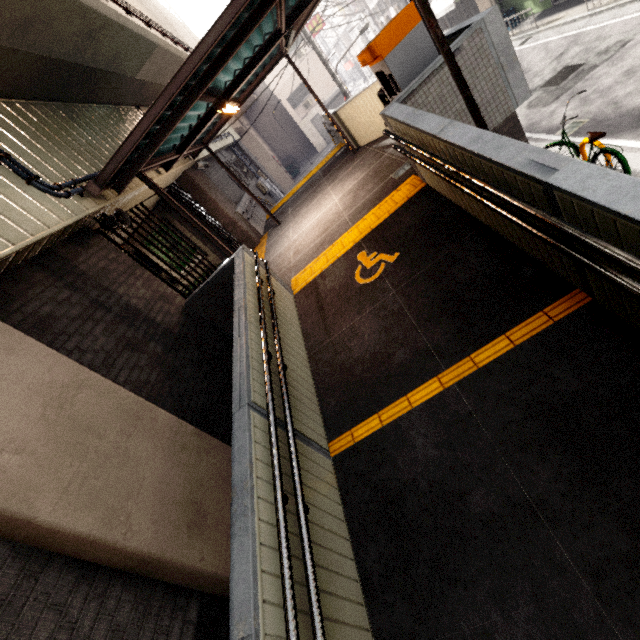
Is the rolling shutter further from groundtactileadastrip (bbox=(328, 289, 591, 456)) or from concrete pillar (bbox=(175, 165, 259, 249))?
groundtactileadastrip (bbox=(328, 289, 591, 456))

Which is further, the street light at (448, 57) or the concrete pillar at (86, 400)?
the street light at (448, 57)

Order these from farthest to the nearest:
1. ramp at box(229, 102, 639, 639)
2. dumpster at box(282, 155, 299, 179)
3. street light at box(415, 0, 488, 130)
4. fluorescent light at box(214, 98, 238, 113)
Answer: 1. dumpster at box(282, 155, 299, 179)
2. fluorescent light at box(214, 98, 238, 113)
3. street light at box(415, 0, 488, 130)
4. ramp at box(229, 102, 639, 639)

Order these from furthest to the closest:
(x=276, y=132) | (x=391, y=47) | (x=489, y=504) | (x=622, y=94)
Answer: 1. (x=276, y=132)
2. (x=622, y=94)
3. (x=391, y=47)
4. (x=489, y=504)

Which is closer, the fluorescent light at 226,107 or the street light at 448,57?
the street light at 448,57

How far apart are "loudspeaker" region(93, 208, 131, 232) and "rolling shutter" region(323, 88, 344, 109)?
28.4m

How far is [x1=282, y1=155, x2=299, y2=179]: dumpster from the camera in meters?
29.7

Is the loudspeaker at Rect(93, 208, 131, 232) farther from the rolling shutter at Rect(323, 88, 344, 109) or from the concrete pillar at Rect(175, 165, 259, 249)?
the rolling shutter at Rect(323, 88, 344, 109)
